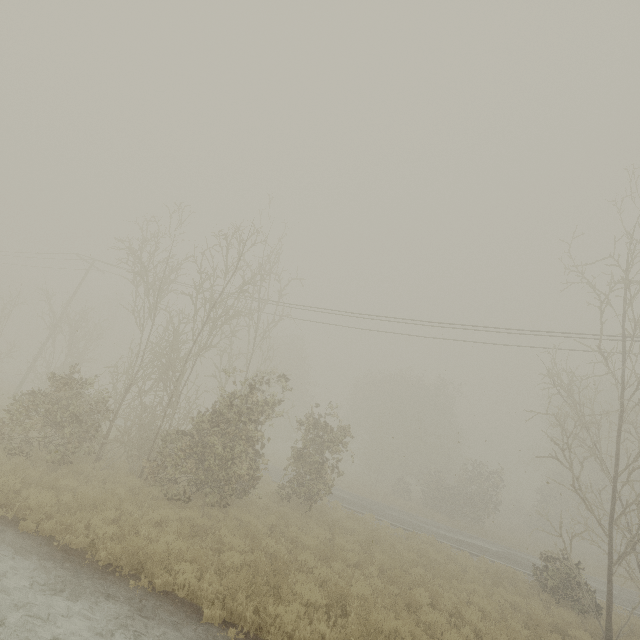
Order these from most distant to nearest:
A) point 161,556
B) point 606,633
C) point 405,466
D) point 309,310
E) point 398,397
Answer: point 398,397, point 405,466, point 309,310, point 606,633, point 161,556
